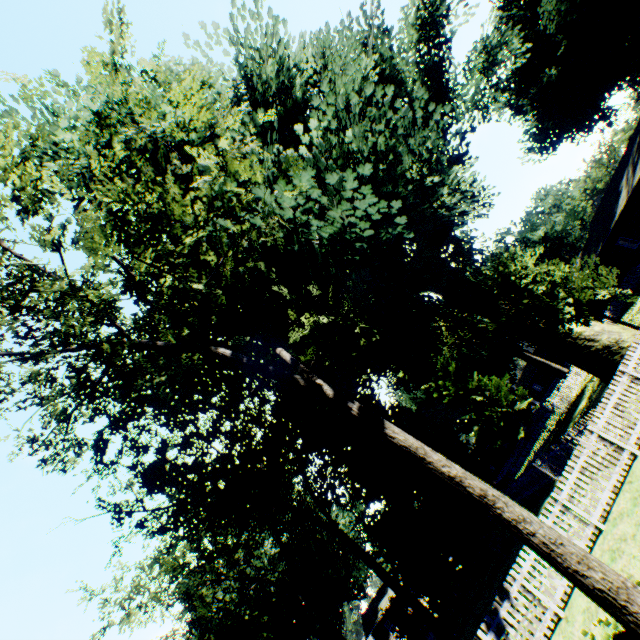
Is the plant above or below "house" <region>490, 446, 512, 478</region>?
above

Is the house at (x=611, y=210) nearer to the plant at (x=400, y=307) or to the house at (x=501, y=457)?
the plant at (x=400, y=307)

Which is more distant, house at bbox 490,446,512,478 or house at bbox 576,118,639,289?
house at bbox 490,446,512,478

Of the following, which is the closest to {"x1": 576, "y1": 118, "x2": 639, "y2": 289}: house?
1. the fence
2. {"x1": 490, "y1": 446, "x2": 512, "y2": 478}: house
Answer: the fence

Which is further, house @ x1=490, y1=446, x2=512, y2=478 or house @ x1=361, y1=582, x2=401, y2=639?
house @ x1=490, y1=446, x2=512, y2=478

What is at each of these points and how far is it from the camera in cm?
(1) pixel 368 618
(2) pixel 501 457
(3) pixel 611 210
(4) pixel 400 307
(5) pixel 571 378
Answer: (1) house, 4638
(2) house, 5378
(3) house, 3034
(4) plant, 1597
(5) fence, 3594

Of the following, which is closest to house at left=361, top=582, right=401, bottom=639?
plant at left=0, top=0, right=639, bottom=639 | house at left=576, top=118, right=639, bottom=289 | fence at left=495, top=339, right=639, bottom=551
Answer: fence at left=495, top=339, right=639, bottom=551
